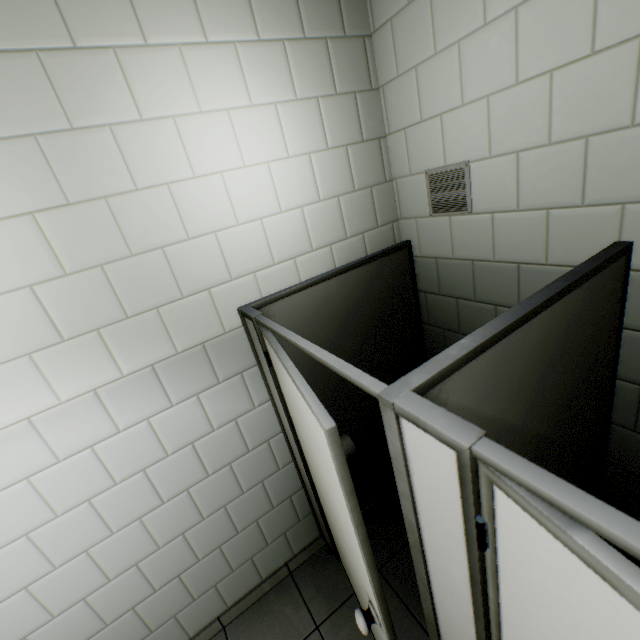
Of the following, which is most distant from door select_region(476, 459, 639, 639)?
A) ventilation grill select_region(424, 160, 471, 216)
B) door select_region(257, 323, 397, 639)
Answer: ventilation grill select_region(424, 160, 471, 216)

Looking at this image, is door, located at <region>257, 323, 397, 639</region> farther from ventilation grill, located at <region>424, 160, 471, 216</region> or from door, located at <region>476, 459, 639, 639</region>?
ventilation grill, located at <region>424, 160, 471, 216</region>

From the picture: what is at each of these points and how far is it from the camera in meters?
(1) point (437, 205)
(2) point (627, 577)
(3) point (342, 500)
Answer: (1) ventilation grill, 1.8 m
(2) door, 0.4 m
(3) door, 0.9 m

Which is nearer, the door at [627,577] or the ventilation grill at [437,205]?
the door at [627,577]

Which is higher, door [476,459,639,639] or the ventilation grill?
the ventilation grill

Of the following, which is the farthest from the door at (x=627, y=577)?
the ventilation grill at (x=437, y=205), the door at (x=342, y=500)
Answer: the ventilation grill at (x=437, y=205)
